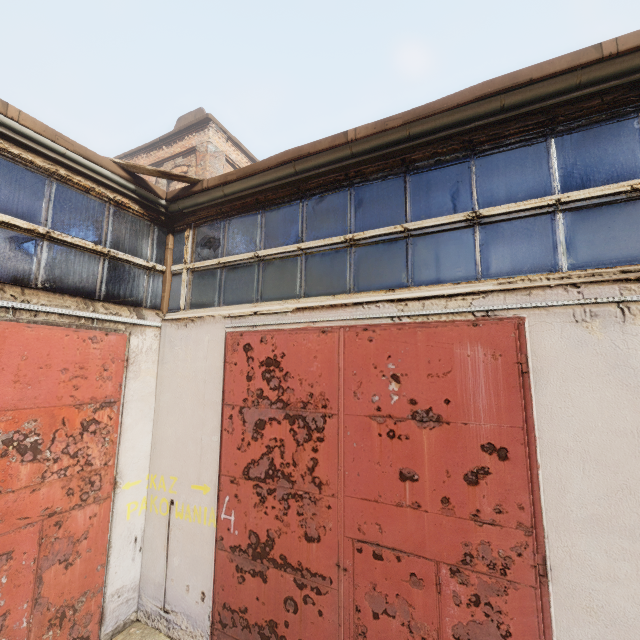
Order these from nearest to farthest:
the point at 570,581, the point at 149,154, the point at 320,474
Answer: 1. the point at 570,581
2. the point at 320,474
3. the point at 149,154
